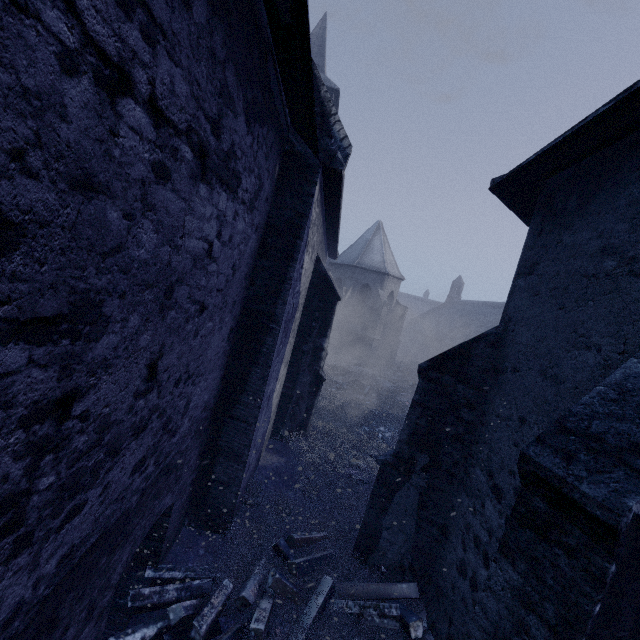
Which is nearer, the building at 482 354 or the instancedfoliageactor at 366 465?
the building at 482 354

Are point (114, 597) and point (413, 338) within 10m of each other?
no

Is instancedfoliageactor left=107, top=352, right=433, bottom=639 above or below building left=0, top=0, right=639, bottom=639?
below

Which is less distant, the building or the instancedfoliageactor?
the building

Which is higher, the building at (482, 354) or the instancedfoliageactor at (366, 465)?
the building at (482, 354)
